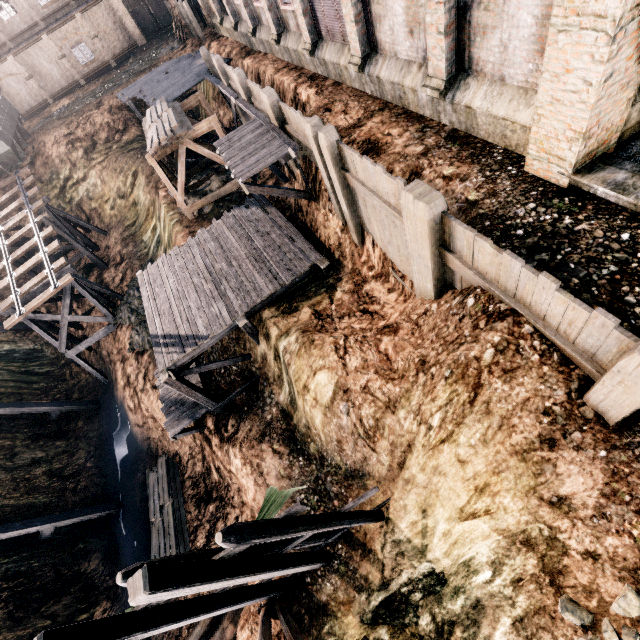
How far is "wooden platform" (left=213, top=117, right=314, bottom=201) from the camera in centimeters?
1289cm

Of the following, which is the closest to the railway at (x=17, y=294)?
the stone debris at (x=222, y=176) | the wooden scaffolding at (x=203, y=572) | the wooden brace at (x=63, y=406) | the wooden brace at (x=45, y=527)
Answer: the wooden brace at (x=63, y=406)

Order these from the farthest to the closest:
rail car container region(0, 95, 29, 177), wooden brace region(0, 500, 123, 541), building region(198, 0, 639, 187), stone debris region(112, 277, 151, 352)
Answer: rail car container region(0, 95, 29, 177) < stone debris region(112, 277, 151, 352) < wooden brace region(0, 500, 123, 541) < building region(198, 0, 639, 187)

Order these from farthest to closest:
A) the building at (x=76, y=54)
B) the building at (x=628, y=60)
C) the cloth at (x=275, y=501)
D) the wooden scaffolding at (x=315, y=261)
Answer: the building at (x=76, y=54)
the wooden scaffolding at (x=315, y=261)
the cloth at (x=275, y=501)
the building at (x=628, y=60)

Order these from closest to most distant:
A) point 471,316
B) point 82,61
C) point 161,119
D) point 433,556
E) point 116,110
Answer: point 471,316
point 433,556
point 161,119
point 116,110
point 82,61

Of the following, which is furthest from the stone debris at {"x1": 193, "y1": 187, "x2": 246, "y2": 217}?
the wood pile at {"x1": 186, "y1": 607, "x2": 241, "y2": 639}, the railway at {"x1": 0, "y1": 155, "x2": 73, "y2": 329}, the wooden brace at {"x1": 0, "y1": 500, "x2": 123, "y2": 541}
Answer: the wooden brace at {"x1": 0, "y1": 500, "x2": 123, "y2": 541}

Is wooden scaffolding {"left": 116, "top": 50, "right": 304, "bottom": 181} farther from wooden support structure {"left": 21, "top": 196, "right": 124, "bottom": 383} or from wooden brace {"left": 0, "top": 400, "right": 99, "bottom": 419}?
wooden brace {"left": 0, "top": 400, "right": 99, "bottom": 419}

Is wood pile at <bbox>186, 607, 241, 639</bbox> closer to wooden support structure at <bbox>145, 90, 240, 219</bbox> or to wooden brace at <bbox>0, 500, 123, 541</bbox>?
wooden brace at <bbox>0, 500, 123, 541</bbox>
